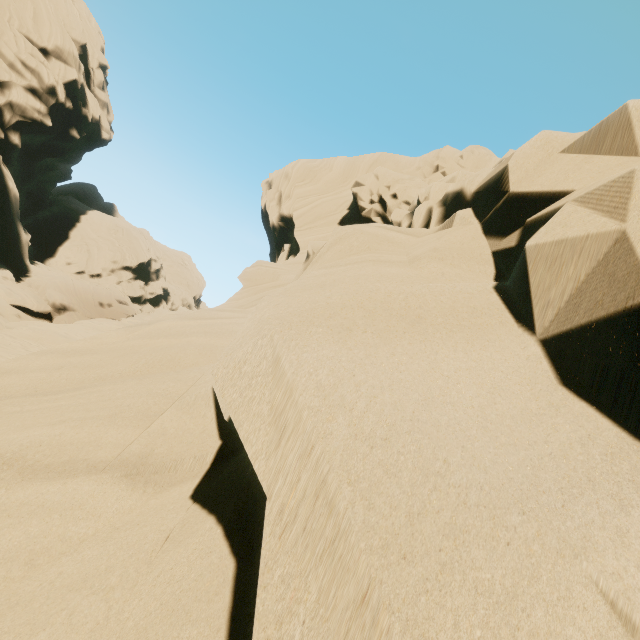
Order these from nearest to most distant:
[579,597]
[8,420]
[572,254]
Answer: [579,597] → [572,254] → [8,420]
